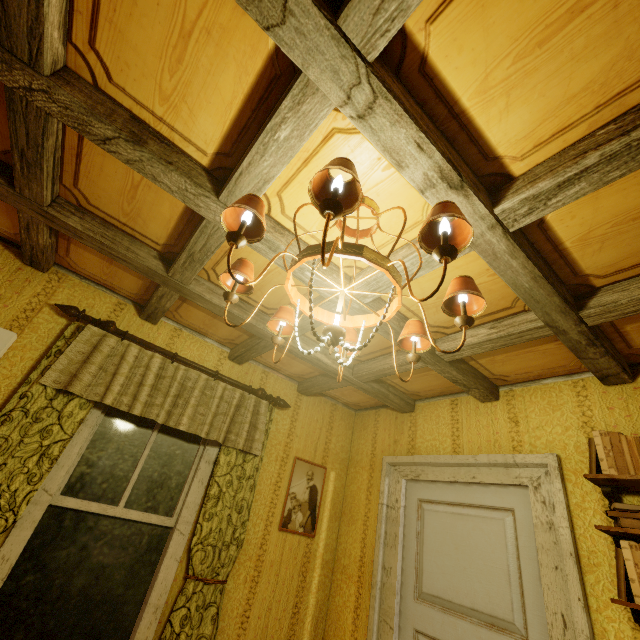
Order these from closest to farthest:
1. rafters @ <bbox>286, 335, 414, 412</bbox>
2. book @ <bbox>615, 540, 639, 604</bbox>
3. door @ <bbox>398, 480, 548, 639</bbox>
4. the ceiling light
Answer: the ceiling light, book @ <bbox>615, 540, 639, 604</bbox>, door @ <bbox>398, 480, 548, 639</bbox>, rafters @ <bbox>286, 335, 414, 412</bbox>

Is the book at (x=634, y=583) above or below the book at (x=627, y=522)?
below

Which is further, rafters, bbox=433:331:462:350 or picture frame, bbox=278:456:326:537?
picture frame, bbox=278:456:326:537

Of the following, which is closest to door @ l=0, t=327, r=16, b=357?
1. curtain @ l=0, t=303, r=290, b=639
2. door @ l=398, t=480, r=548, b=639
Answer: curtain @ l=0, t=303, r=290, b=639

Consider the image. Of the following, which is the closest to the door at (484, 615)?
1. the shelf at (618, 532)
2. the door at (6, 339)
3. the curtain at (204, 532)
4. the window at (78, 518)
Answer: the shelf at (618, 532)

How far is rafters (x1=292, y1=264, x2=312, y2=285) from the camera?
1.77m

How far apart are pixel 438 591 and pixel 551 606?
0.8m
